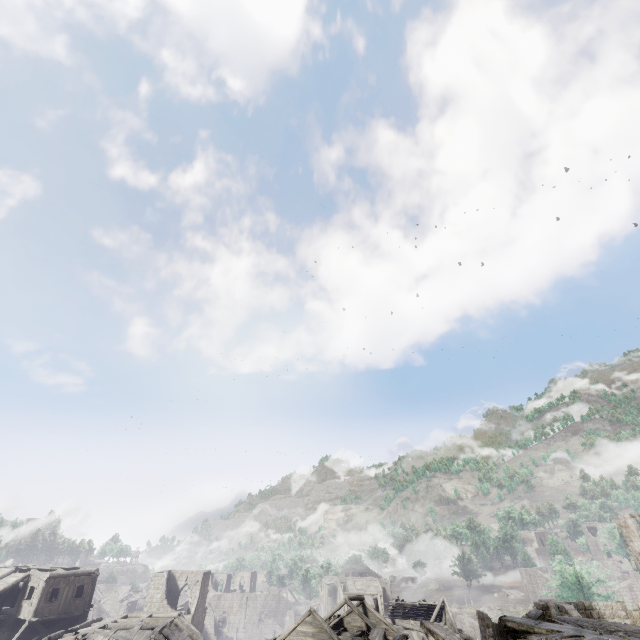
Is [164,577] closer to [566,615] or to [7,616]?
[7,616]

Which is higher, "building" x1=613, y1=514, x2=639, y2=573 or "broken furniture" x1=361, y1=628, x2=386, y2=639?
"building" x1=613, y1=514, x2=639, y2=573

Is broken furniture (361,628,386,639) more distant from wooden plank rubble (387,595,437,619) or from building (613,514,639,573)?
wooden plank rubble (387,595,437,619)

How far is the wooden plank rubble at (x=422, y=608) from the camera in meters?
45.9

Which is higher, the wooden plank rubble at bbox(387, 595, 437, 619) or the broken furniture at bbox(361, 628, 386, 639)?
the broken furniture at bbox(361, 628, 386, 639)

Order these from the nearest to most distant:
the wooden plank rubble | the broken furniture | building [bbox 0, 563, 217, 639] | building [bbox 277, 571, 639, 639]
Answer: building [bbox 277, 571, 639, 639]
building [bbox 0, 563, 217, 639]
the broken furniture
the wooden plank rubble

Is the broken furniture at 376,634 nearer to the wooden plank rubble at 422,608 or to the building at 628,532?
the building at 628,532
